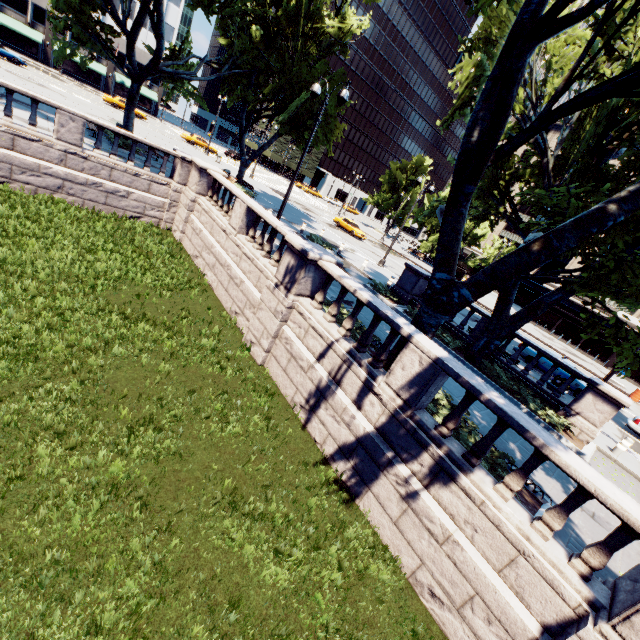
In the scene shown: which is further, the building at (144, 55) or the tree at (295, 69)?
the building at (144, 55)

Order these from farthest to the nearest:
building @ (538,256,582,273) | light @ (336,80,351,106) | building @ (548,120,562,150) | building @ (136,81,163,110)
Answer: building @ (548,120,562,150), building @ (136,81,163,110), building @ (538,256,582,273), light @ (336,80,351,106)

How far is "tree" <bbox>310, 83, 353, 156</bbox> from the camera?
22.2 meters

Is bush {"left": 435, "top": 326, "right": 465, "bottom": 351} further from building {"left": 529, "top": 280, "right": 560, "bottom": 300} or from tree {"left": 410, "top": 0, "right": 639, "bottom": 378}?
building {"left": 529, "top": 280, "right": 560, "bottom": 300}

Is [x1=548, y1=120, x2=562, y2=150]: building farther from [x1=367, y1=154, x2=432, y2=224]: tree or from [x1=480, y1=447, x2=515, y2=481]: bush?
[x1=480, y1=447, x2=515, y2=481]: bush

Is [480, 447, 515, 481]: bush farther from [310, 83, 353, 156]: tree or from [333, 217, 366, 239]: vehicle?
[333, 217, 366, 239]: vehicle

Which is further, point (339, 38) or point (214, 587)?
point (339, 38)

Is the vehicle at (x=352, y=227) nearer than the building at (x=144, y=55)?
Yes
